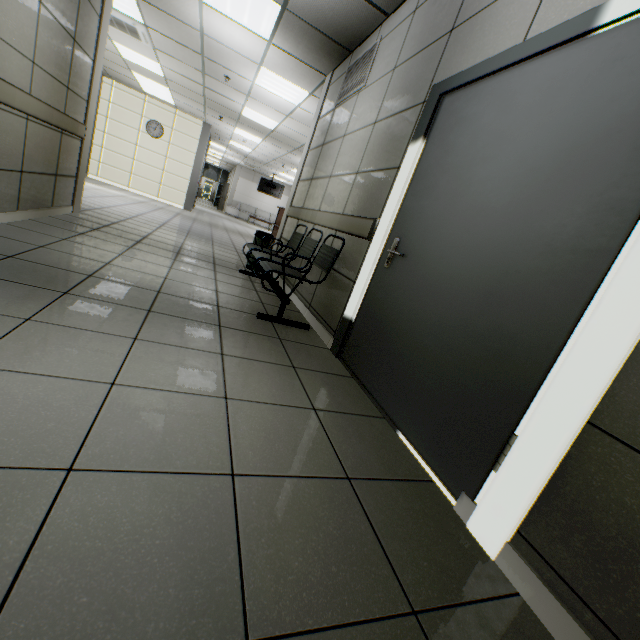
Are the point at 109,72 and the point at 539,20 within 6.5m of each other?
no

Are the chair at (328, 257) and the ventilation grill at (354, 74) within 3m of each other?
yes

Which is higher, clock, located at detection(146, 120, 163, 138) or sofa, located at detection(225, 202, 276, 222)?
clock, located at detection(146, 120, 163, 138)

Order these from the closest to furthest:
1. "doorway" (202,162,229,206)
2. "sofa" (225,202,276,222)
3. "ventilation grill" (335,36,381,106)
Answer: "ventilation grill" (335,36,381,106)
"sofa" (225,202,276,222)
"doorway" (202,162,229,206)

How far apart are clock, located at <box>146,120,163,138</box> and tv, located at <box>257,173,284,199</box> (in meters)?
7.91

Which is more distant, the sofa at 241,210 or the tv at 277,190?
the sofa at 241,210

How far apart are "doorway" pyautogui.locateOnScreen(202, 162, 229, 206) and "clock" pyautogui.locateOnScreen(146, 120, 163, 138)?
16.44m

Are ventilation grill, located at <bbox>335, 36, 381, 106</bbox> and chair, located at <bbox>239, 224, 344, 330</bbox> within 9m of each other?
yes
